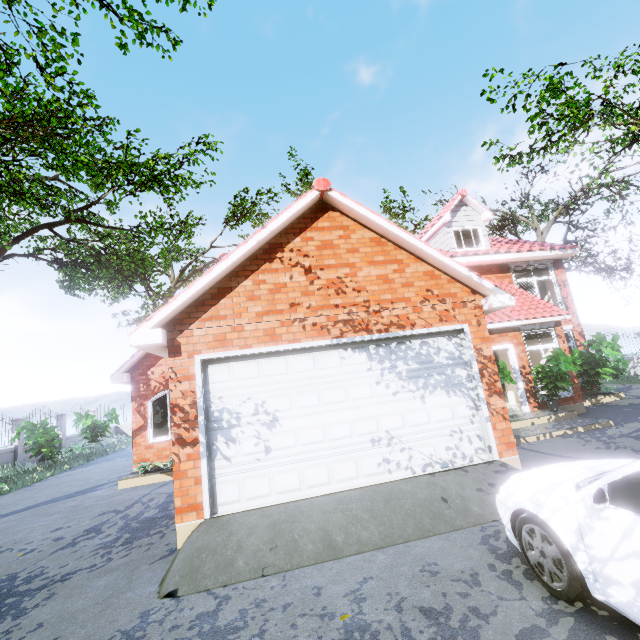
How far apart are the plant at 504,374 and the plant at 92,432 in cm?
1977

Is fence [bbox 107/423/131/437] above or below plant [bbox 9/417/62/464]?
below

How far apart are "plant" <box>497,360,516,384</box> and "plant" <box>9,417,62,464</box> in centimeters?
1633cm

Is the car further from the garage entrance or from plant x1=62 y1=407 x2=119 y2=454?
plant x1=62 y1=407 x2=119 y2=454

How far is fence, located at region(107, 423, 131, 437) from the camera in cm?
2432

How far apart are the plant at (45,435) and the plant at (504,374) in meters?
16.3 m

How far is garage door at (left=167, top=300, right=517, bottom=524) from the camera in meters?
5.3 m

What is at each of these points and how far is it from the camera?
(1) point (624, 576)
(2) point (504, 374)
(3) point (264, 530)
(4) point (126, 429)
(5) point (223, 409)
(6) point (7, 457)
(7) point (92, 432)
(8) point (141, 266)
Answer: (1) car, 2.26m
(2) plant, 8.95m
(3) garage entrance, 4.54m
(4) fence, 24.72m
(5) garage door, 5.45m
(6) fence, 14.50m
(7) plant, 18.50m
(8) tree, 13.16m
